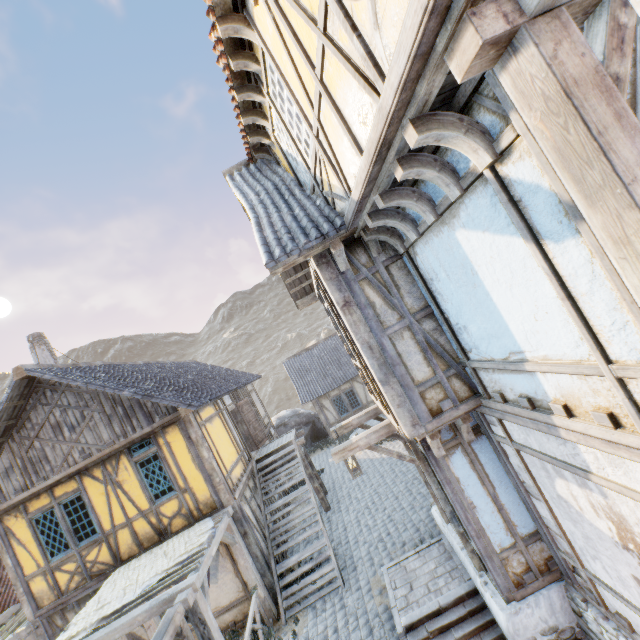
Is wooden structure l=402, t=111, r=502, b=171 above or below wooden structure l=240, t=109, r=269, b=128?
below

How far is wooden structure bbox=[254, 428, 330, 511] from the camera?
12.4 meters

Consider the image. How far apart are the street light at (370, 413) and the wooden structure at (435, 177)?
5.2 meters

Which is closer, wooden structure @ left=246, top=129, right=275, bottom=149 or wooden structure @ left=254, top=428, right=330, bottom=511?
wooden structure @ left=246, top=129, right=275, bottom=149

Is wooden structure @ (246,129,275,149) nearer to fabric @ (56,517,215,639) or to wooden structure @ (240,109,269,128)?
wooden structure @ (240,109,269,128)

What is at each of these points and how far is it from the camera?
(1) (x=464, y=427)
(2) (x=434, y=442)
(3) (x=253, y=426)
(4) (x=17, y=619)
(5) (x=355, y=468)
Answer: (1) wooden structure, 4.9m
(2) wooden structure, 4.9m
(3) door, 14.5m
(4) awning, 9.3m
(5) street light, 7.0m

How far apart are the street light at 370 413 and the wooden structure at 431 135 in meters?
5.6 m

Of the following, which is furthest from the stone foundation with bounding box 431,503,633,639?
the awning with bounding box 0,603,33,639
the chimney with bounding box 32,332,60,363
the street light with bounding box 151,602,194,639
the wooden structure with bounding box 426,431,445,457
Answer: the chimney with bounding box 32,332,60,363
